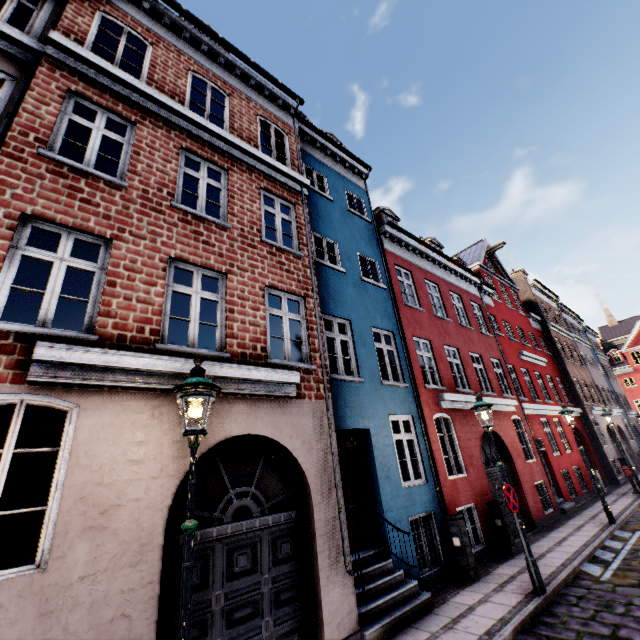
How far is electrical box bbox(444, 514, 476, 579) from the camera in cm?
755

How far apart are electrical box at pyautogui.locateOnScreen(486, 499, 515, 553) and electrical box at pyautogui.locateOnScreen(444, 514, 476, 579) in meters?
2.1

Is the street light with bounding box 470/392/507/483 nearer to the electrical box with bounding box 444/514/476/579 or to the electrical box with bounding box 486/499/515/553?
the electrical box with bounding box 444/514/476/579

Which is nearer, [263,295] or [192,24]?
[263,295]

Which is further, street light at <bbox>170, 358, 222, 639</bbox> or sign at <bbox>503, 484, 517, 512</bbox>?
sign at <bbox>503, 484, 517, 512</bbox>

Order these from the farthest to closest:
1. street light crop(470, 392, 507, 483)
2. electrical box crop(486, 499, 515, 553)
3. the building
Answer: electrical box crop(486, 499, 515, 553)
street light crop(470, 392, 507, 483)
the building

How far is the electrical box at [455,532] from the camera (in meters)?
7.55

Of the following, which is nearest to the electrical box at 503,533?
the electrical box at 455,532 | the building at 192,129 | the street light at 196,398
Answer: the building at 192,129
